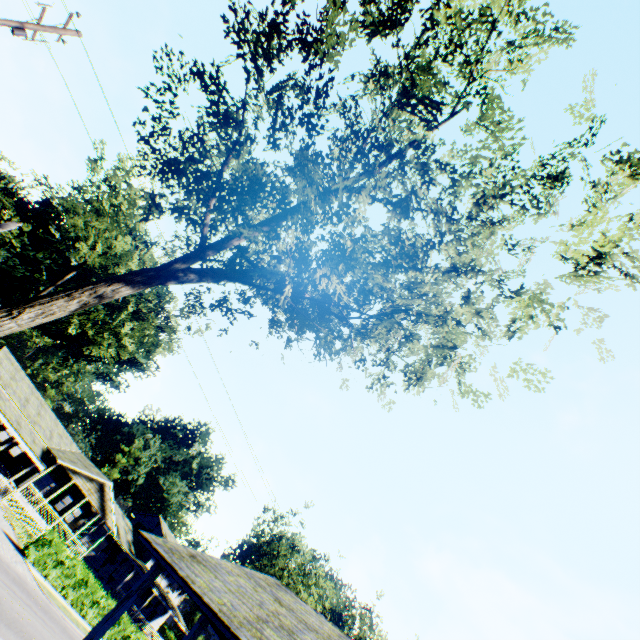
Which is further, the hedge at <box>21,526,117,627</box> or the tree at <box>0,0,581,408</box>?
the hedge at <box>21,526,117,627</box>

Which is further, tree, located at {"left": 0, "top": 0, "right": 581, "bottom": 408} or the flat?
the flat

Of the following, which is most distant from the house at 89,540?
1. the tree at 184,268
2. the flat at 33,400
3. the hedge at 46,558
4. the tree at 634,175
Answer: the tree at 184,268

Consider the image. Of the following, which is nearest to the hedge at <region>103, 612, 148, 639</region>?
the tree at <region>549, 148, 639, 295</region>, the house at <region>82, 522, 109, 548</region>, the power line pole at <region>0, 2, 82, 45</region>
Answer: the house at <region>82, 522, 109, 548</region>

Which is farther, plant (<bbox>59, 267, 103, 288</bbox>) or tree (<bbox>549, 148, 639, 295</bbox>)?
plant (<bbox>59, 267, 103, 288</bbox>)

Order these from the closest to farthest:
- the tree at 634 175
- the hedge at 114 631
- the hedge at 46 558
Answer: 1. the tree at 634 175
2. the hedge at 46 558
3. the hedge at 114 631

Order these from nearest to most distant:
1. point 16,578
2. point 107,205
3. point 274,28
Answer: point 274,28
point 16,578
point 107,205

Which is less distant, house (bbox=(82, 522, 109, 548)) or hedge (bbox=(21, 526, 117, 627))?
hedge (bbox=(21, 526, 117, 627))
